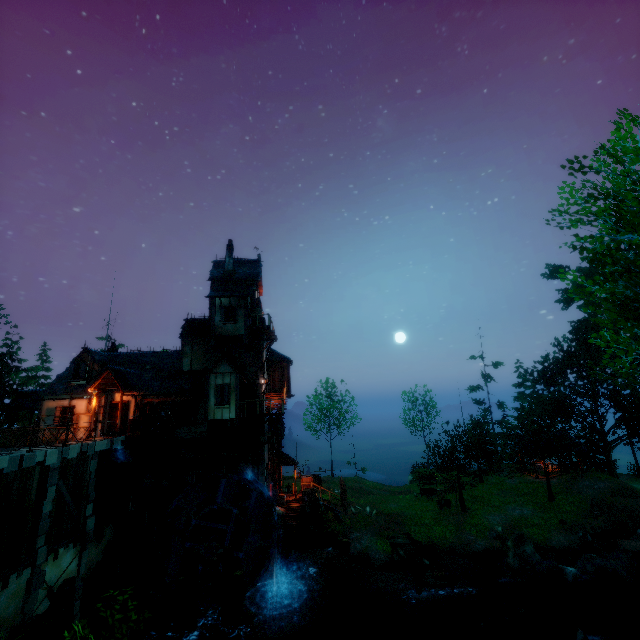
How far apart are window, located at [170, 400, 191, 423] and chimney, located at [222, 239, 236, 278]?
9.3m

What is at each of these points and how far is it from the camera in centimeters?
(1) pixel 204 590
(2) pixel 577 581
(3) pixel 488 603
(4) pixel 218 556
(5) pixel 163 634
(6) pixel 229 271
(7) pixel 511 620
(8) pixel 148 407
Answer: (1) water wheel, 1698cm
(2) rock, 1773cm
(3) rock, 1727cm
(4) waterwhell, 1594cm
(5) piling, 1484cm
(6) chimney, 2556cm
(7) rock, 1627cm
(8) window, 2180cm

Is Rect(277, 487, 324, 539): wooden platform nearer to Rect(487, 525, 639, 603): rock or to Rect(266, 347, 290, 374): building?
Rect(266, 347, 290, 374): building

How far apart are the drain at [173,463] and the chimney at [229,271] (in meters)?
12.73

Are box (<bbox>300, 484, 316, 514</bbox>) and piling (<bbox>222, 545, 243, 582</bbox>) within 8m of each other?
yes

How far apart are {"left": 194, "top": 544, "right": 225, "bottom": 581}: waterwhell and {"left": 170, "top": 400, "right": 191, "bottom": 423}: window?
7.5m

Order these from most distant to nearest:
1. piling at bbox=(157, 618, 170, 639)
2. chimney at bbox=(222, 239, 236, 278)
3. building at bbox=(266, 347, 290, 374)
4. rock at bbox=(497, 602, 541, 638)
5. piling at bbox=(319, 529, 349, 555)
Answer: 1. building at bbox=(266, 347, 290, 374)
2. chimney at bbox=(222, 239, 236, 278)
3. piling at bbox=(319, 529, 349, 555)
4. rock at bbox=(497, 602, 541, 638)
5. piling at bbox=(157, 618, 170, 639)

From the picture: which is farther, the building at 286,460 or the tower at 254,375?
the building at 286,460
